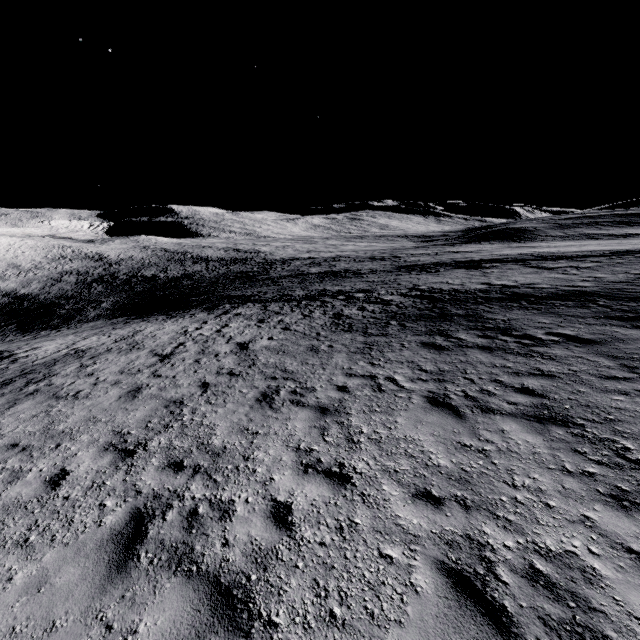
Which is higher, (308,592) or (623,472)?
(623,472)
